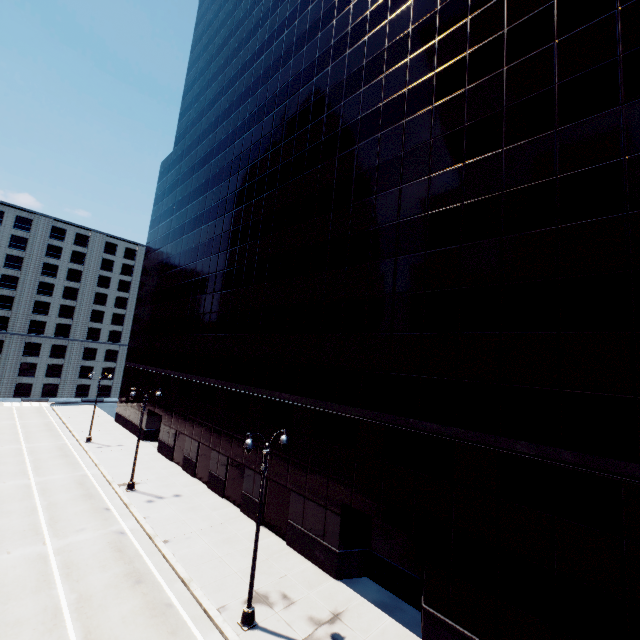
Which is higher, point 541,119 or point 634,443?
point 541,119

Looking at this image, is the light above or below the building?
below

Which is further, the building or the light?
the light

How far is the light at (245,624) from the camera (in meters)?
12.72

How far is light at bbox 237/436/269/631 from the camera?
12.7m

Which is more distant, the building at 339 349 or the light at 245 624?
the light at 245 624
